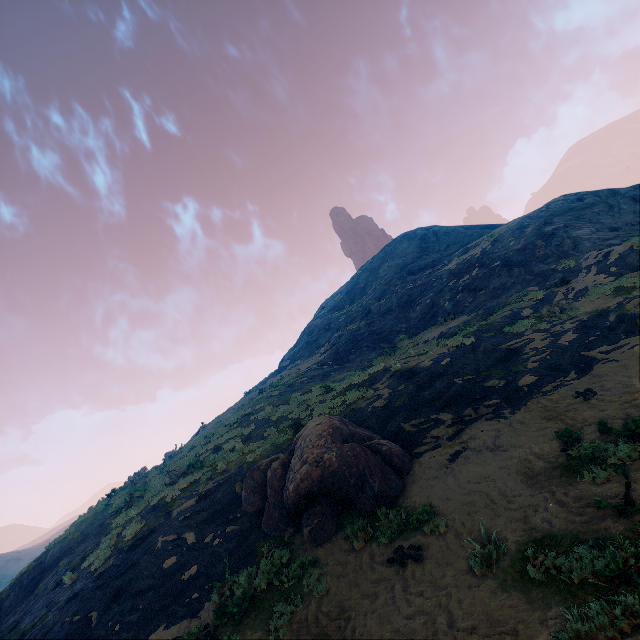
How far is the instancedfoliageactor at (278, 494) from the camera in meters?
8.7 m

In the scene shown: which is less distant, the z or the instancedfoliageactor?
the z

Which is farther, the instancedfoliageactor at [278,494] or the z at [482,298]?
the instancedfoliageactor at [278,494]

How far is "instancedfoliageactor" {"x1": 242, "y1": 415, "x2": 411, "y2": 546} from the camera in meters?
8.7

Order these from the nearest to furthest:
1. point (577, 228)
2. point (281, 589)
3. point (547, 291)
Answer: point (281, 589) < point (547, 291) < point (577, 228)
